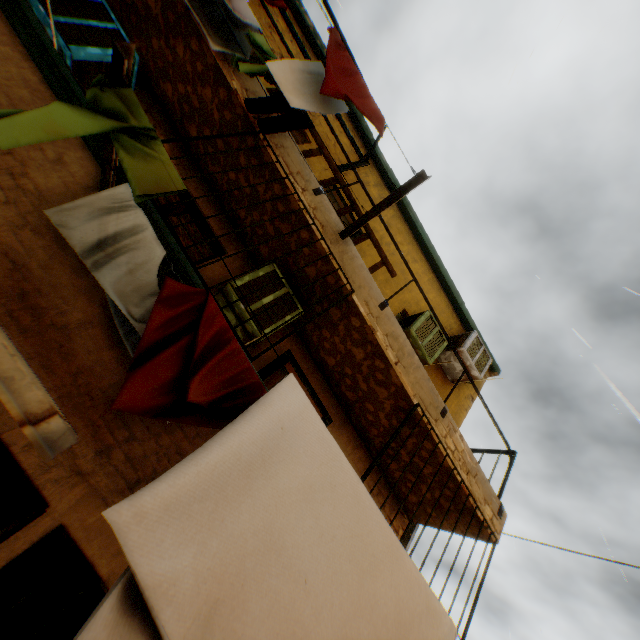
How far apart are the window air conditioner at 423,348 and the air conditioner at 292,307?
2.14m

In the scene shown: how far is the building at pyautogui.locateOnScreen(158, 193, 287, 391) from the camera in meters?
2.9

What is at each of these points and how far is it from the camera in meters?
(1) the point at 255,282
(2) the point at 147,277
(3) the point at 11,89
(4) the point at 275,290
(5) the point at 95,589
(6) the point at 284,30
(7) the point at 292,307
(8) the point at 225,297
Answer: (1) air conditioner, 4.1
(2) dryer, 2.1
(3) building, 2.4
(4) air conditioner, 4.2
(5) building, 3.0
(6) building, 7.1
(7) air conditioner, 4.3
(8) air conditioner, 4.0

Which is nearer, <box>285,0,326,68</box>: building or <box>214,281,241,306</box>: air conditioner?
<box>214,281,241,306</box>: air conditioner

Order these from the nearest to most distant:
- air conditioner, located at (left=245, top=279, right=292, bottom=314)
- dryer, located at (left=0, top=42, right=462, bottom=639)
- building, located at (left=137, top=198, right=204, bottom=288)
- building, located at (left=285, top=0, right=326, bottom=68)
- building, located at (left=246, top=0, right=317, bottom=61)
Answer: dryer, located at (left=0, top=42, right=462, bottom=639) → building, located at (left=137, top=198, right=204, bottom=288) → air conditioner, located at (left=245, top=279, right=292, bottom=314) → building, located at (left=246, top=0, right=317, bottom=61) → building, located at (left=285, top=0, right=326, bottom=68)

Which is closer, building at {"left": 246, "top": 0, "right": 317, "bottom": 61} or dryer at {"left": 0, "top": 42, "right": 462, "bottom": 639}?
dryer at {"left": 0, "top": 42, "right": 462, "bottom": 639}

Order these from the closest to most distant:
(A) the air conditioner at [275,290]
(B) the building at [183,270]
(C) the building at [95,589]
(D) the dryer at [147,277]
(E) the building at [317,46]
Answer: (D) the dryer at [147,277] < (C) the building at [95,589] < (B) the building at [183,270] < (A) the air conditioner at [275,290] < (E) the building at [317,46]

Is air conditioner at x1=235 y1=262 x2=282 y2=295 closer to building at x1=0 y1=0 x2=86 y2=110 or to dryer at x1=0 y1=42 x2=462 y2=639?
building at x1=0 y1=0 x2=86 y2=110
